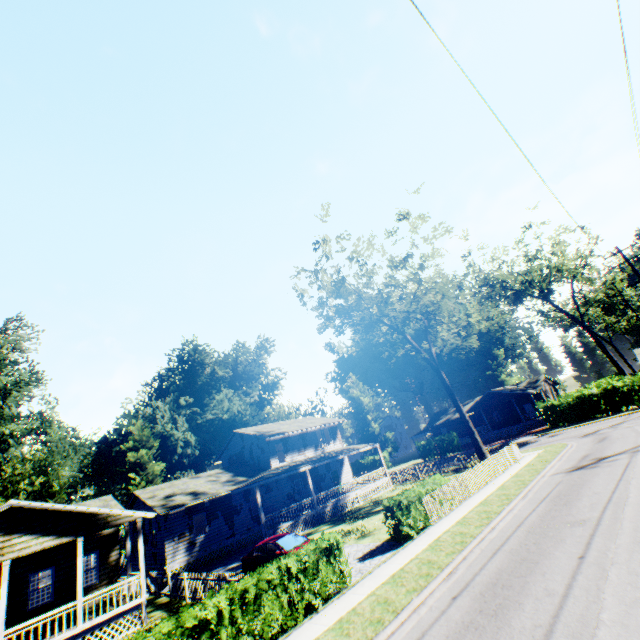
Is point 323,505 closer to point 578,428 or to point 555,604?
point 555,604

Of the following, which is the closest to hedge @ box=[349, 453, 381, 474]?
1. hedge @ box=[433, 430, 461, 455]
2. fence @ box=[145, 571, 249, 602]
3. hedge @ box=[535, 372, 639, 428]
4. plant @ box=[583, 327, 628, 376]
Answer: hedge @ box=[433, 430, 461, 455]

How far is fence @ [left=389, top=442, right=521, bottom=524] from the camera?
17.0m

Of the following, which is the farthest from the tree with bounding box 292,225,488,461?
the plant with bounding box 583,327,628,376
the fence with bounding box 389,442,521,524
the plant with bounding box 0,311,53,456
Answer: the plant with bounding box 583,327,628,376

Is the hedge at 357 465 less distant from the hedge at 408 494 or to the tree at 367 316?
the tree at 367 316

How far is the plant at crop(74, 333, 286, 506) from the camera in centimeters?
3935cm

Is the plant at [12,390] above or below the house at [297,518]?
above

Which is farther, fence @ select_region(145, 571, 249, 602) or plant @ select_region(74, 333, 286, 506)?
plant @ select_region(74, 333, 286, 506)
